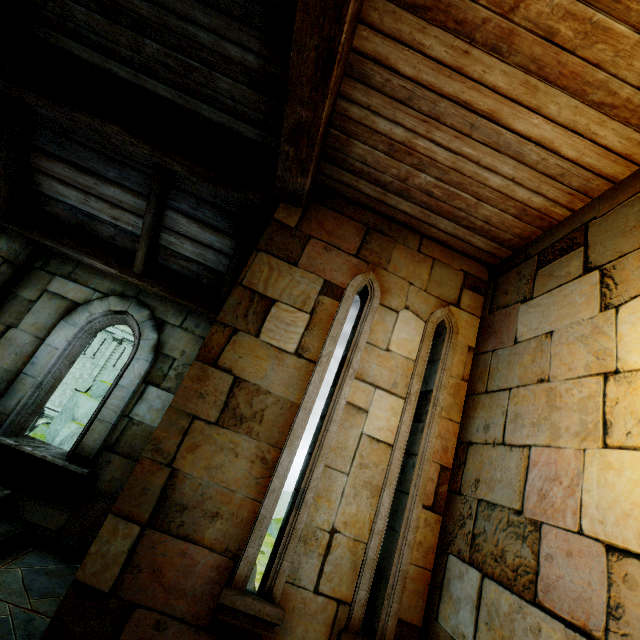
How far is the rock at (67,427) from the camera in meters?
27.3 m

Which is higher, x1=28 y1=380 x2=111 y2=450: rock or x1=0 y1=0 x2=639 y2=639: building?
x1=0 y1=0 x2=639 y2=639: building

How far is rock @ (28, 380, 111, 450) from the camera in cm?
2733

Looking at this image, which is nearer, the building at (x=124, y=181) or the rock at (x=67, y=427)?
the building at (x=124, y=181)

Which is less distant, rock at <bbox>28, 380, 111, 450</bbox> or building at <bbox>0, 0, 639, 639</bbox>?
building at <bbox>0, 0, 639, 639</bbox>

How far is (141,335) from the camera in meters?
4.5
